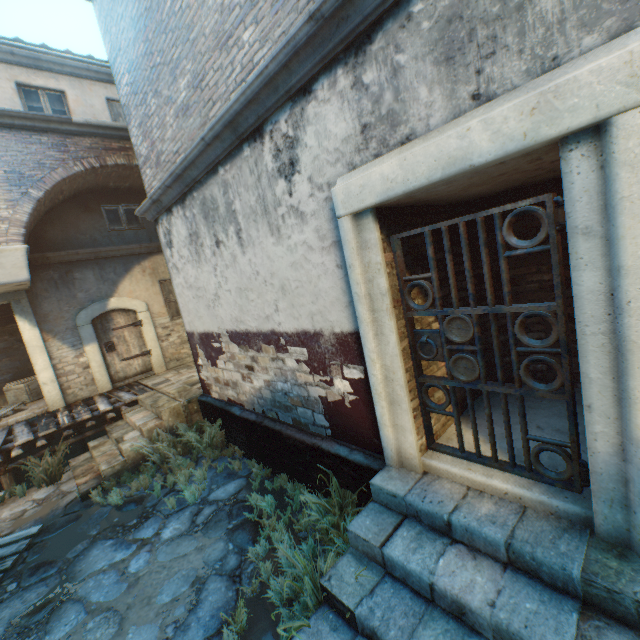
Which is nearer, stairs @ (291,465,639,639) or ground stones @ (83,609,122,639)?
stairs @ (291,465,639,639)

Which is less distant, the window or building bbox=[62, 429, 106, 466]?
building bbox=[62, 429, 106, 466]

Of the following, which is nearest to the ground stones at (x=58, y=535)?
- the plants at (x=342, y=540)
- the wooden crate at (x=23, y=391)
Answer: the plants at (x=342, y=540)

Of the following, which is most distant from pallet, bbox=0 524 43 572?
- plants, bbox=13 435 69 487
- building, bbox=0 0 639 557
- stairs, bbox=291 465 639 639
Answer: → stairs, bbox=291 465 639 639

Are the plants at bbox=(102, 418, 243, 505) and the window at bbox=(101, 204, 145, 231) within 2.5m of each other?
no

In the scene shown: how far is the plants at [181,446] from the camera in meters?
5.3 m

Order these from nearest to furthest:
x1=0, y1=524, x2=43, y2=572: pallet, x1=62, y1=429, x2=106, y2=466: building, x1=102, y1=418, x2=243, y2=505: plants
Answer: x1=0, y1=524, x2=43, y2=572: pallet < x1=102, y1=418, x2=243, y2=505: plants < x1=62, y1=429, x2=106, y2=466: building

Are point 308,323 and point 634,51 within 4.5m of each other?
yes
